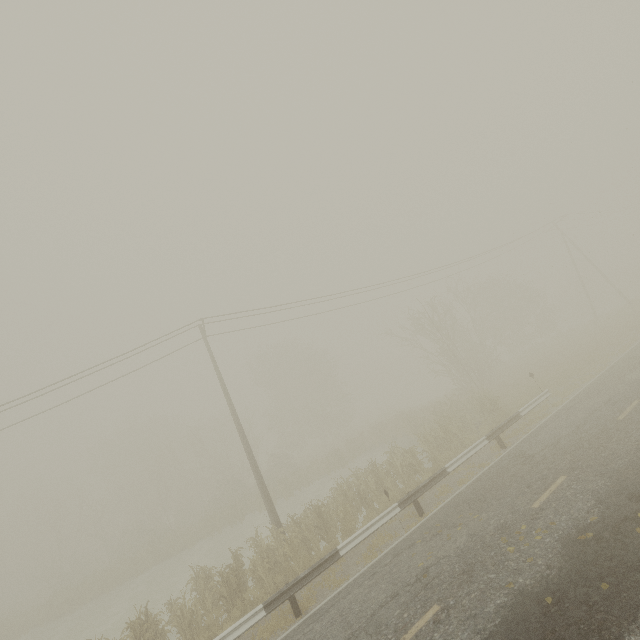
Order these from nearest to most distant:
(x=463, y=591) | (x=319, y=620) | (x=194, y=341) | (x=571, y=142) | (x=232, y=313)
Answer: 1. (x=463, y=591)
2. (x=319, y=620)
3. (x=571, y=142)
4. (x=232, y=313)
5. (x=194, y=341)
